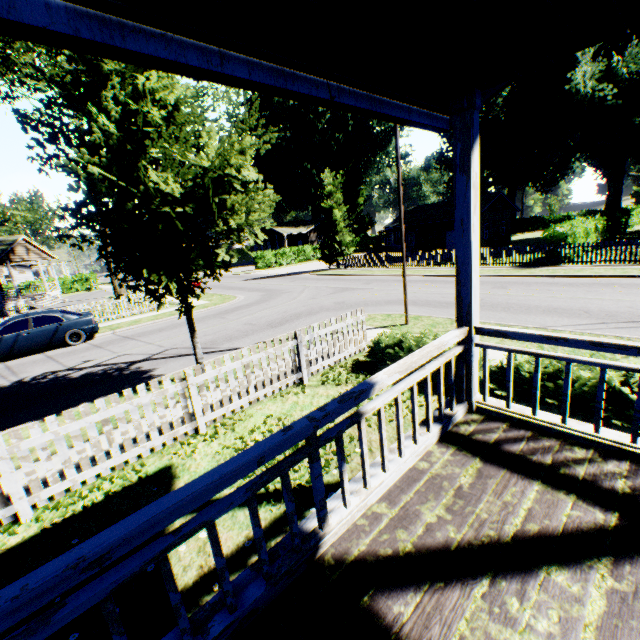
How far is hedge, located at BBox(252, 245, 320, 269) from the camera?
42.69m

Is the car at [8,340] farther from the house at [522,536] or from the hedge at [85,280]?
the hedge at [85,280]

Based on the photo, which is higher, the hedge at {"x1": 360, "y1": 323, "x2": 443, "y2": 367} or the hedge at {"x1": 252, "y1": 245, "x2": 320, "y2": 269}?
the hedge at {"x1": 252, "y1": 245, "x2": 320, "y2": 269}

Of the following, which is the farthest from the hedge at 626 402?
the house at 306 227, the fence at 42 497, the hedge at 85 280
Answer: the hedge at 85 280

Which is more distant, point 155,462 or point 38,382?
point 38,382

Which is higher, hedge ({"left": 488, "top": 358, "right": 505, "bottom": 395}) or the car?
the car

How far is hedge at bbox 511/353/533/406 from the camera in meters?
5.4 m

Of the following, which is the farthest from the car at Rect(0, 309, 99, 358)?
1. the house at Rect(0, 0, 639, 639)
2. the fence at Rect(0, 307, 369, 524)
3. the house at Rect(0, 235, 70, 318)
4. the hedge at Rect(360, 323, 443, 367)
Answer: the house at Rect(0, 0, 639, 639)
